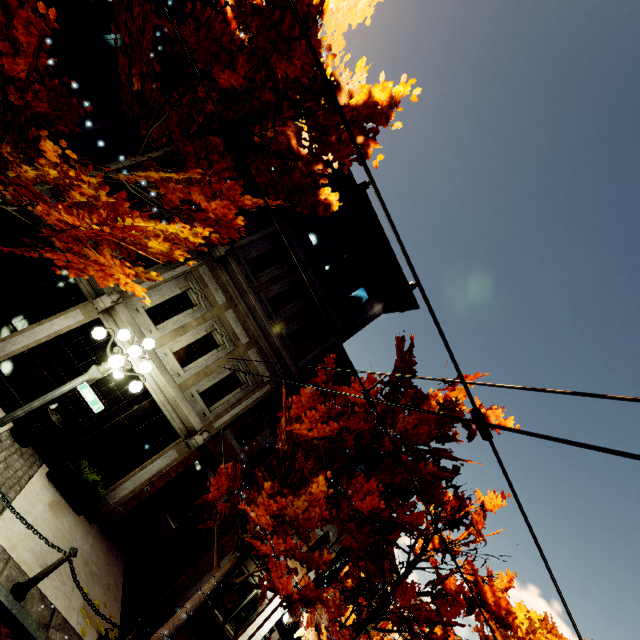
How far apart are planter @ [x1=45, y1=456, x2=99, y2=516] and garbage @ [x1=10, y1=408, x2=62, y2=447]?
0.8m

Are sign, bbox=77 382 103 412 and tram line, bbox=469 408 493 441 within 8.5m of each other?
yes

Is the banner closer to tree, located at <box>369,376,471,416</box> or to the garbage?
tree, located at <box>369,376,471,416</box>

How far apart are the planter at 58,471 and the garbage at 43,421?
0.8m

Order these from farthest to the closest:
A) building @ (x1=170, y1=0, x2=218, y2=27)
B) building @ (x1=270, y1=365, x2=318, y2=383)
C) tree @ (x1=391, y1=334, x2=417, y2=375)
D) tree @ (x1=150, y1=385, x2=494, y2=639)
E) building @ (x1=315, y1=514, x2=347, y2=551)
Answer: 1. building @ (x1=315, y1=514, x2=347, y2=551)
2. building @ (x1=270, y1=365, x2=318, y2=383)
3. building @ (x1=170, y1=0, x2=218, y2=27)
4. tree @ (x1=391, y1=334, x2=417, y2=375)
5. tree @ (x1=150, y1=385, x2=494, y2=639)

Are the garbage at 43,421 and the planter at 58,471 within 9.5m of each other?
yes

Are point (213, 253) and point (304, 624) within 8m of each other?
no

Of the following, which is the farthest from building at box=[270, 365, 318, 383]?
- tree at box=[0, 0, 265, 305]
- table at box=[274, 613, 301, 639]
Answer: table at box=[274, 613, 301, 639]
